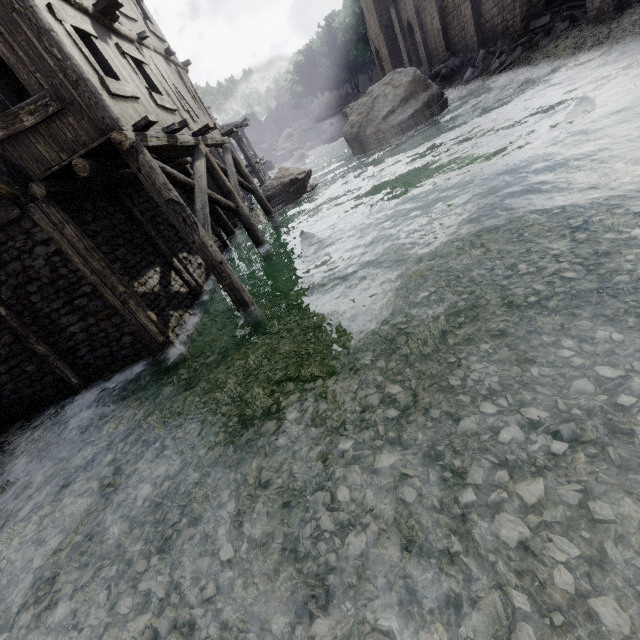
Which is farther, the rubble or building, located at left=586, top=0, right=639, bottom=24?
the rubble

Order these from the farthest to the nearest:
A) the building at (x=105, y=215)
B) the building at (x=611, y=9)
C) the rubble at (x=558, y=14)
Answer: the rubble at (x=558, y=14)
the building at (x=611, y=9)
the building at (x=105, y=215)

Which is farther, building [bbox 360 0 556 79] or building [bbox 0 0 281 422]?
building [bbox 360 0 556 79]

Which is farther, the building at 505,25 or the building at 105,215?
the building at 505,25

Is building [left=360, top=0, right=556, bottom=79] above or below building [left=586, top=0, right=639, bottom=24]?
above

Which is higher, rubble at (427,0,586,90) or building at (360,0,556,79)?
building at (360,0,556,79)

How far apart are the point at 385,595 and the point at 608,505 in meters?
1.9

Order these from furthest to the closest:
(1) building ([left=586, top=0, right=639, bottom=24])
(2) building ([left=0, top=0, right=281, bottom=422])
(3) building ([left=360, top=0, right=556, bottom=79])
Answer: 1. (3) building ([left=360, top=0, right=556, bottom=79])
2. (1) building ([left=586, top=0, right=639, bottom=24])
3. (2) building ([left=0, top=0, right=281, bottom=422])
